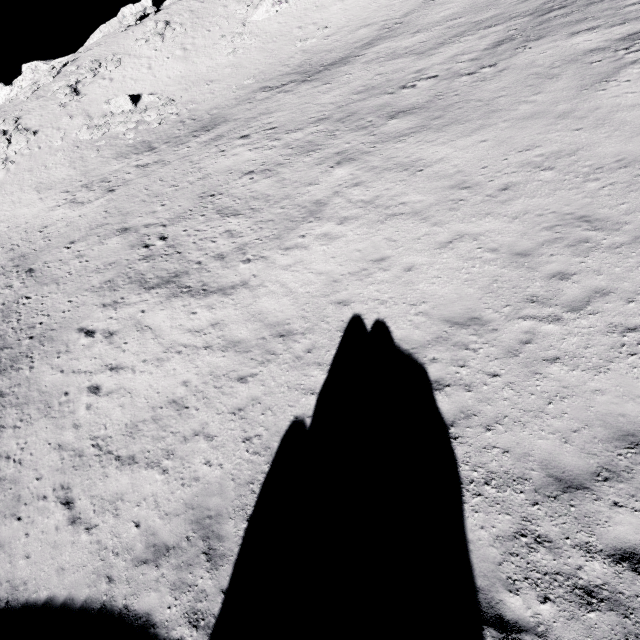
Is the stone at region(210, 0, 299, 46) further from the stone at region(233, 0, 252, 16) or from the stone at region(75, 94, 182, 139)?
the stone at region(75, 94, 182, 139)

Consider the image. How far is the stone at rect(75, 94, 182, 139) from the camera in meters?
31.4 m

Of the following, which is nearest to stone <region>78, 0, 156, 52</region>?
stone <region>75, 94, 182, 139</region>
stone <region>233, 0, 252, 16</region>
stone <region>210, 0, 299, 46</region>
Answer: stone <region>233, 0, 252, 16</region>

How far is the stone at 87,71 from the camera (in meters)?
35.44

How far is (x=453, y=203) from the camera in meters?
11.3 m

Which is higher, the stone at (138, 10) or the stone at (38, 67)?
the stone at (138, 10)

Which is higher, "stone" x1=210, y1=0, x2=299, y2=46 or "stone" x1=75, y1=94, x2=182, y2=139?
"stone" x1=210, y1=0, x2=299, y2=46

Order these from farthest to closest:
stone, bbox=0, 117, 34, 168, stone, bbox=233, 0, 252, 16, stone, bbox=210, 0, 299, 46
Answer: stone, bbox=233, 0, 252, 16 < stone, bbox=210, 0, 299, 46 < stone, bbox=0, 117, 34, 168
